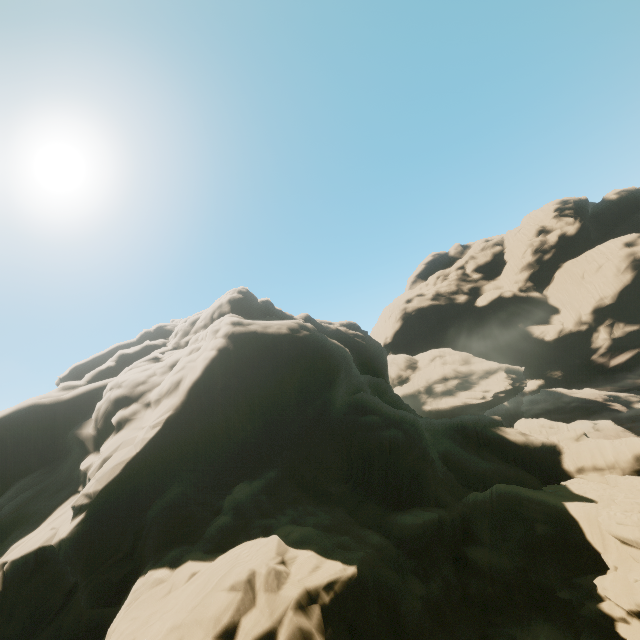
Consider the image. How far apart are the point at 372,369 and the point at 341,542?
33.9m
